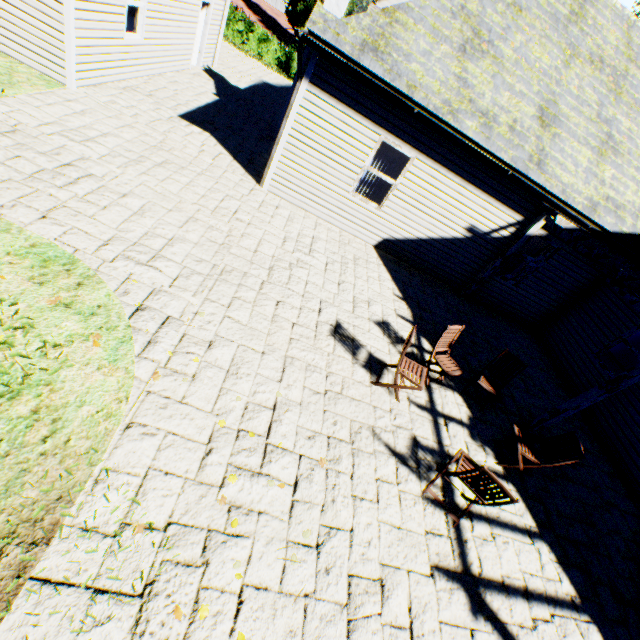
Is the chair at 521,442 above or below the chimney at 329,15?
below

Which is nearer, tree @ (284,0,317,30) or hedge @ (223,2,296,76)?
hedge @ (223,2,296,76)

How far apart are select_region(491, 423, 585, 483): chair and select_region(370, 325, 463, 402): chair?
1.86m

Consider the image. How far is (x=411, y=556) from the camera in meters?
3.9 m

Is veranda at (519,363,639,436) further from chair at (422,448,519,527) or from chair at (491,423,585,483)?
chair at (422,448,519,527)

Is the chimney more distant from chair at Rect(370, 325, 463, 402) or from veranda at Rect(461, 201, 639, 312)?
chair at Rect(370, 325, 463, 402)

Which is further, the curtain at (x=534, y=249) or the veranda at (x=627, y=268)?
the curtain at (x=534, y=249)

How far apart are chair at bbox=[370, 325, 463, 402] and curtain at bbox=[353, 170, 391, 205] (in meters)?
4.96
